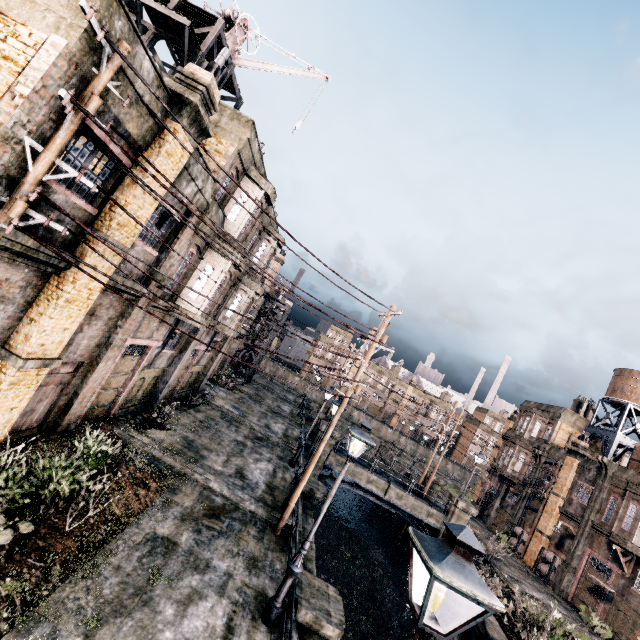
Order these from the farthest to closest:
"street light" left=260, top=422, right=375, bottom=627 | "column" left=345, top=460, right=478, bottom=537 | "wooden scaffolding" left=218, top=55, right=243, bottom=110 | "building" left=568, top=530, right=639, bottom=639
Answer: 1. "column" left=345, top=460, right=478, bottom=537
2. "building" left=568, top=530, right=639, bottom=639
3. "wooden scaffolding" left=218, top=55, right=243, bottom=110
4. "street light" left=260, top=422, right=375, bottom=627

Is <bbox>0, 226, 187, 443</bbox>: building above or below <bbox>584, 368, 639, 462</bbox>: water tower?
below

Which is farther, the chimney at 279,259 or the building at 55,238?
the chimney at 279,259

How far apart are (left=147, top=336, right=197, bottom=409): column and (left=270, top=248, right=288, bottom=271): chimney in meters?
19.4

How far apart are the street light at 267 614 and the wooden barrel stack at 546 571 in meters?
31.7

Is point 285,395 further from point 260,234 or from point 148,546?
point 148,546

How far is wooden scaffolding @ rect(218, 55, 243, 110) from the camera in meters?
13.0

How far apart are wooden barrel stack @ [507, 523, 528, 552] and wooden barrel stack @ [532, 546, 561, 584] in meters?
2.4 m
